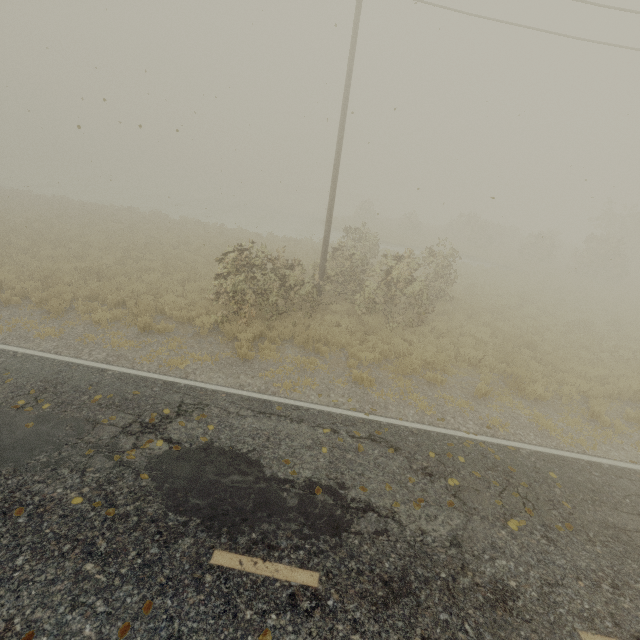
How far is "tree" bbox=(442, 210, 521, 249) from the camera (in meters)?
31.77

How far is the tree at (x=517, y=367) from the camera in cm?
962

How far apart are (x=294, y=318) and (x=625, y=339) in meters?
15.0

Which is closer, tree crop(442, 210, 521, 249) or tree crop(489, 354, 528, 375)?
tree crop(489, 354, 528, 375)

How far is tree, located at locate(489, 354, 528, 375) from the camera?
9.6 meters

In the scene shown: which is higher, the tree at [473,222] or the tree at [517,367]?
the tree at [473,222]

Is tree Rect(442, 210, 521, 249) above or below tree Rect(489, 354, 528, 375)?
above
